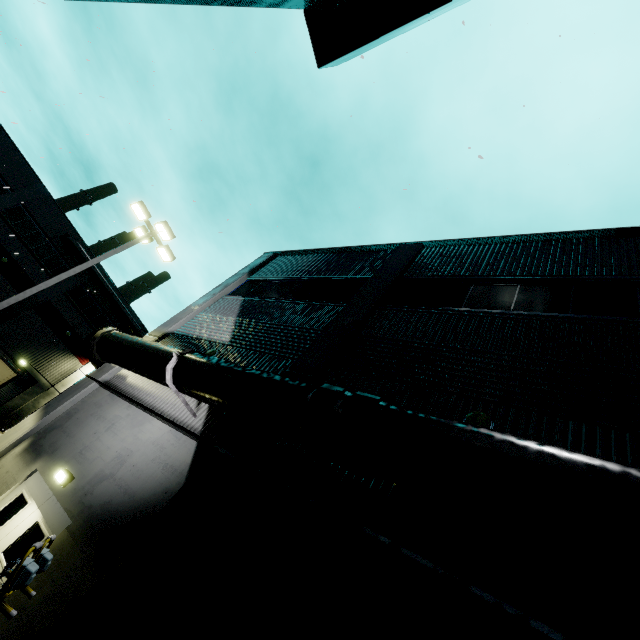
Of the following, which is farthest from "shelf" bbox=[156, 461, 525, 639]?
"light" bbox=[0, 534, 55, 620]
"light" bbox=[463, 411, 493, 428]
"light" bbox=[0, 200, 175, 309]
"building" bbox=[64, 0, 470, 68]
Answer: "light" bbox=[0, 200, 175, 309]

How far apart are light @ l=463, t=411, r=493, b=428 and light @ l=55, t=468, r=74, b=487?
8.8 meters

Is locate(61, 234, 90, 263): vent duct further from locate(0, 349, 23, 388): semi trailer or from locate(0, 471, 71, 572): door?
locate(0, 471, 71, 572): door

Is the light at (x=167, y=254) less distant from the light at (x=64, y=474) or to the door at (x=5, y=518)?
the door at (x=5, y=518)

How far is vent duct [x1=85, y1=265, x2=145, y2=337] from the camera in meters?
31.9

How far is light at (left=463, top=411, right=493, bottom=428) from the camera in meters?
5.4

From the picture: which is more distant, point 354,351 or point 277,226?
point 277,226

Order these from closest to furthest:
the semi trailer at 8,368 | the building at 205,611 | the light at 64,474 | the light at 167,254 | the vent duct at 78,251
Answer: the building at 205,611 → the light at 64,474 → the light at 167,254 → the semi trailer at 8,368 → the vent duct at 78,251
